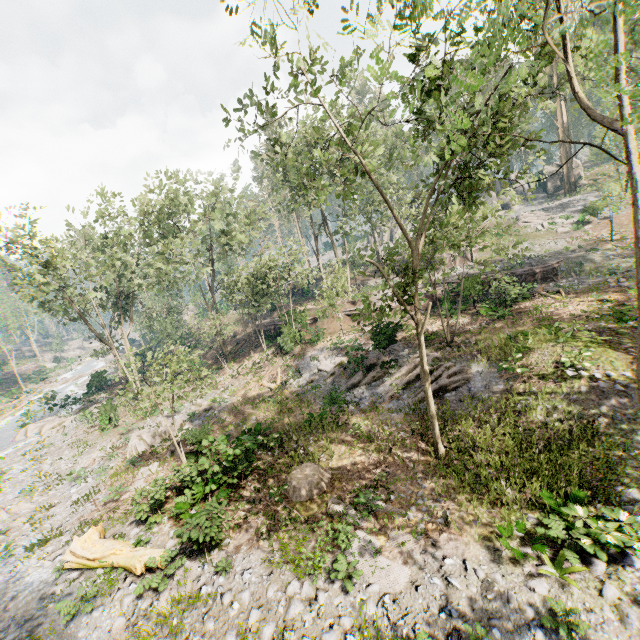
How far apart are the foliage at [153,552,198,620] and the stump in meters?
2.0

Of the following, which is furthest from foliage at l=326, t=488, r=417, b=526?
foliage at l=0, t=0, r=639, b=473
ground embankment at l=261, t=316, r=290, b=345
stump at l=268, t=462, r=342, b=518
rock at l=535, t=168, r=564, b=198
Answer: rock at l=535, t=168, r=564, b=198

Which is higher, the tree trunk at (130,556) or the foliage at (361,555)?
the tree trunk at (130,556)

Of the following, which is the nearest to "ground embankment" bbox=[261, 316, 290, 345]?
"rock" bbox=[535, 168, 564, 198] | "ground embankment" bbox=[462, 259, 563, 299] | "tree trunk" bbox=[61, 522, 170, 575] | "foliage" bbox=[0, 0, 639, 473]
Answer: "foliage" bbox=[0, 0, 639, 473]

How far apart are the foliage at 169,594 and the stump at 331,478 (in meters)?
1.99

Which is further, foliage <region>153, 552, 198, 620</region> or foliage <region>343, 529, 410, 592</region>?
foliage <region>153, 552, 198, 620</region>

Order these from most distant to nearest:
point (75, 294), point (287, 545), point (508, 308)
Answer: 1. point (75, 294)
2. point (508, 308)
3. point (287, 545)

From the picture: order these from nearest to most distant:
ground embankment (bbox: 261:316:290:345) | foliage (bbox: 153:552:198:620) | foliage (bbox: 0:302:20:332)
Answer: foliage (bbox: 153:552:198:620) → ground embankment (bbox: 261:316:290:345) → foliage (bbox: 0:302:20:332)
